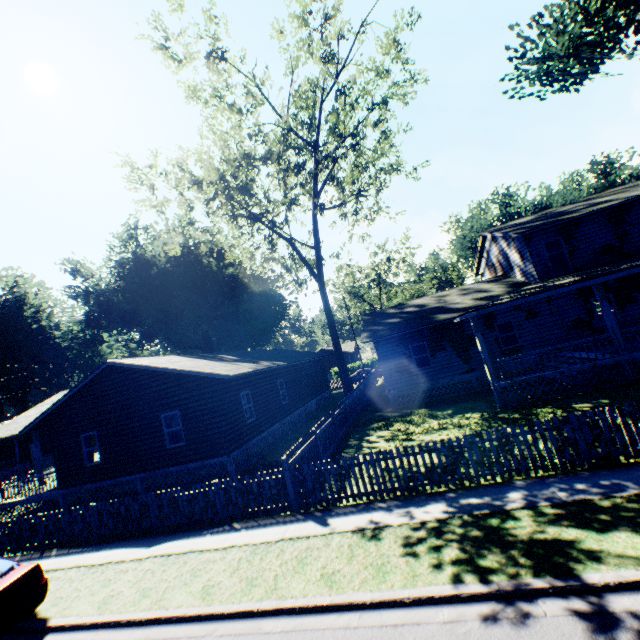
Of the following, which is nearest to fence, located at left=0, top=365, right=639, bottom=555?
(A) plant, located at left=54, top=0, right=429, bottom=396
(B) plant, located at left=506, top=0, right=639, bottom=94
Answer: (A) plant, located at left=54, top=0, right=429, bottom=396

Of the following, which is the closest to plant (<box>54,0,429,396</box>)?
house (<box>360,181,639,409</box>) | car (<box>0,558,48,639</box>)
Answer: house (<box>360,181,639,409</box>)

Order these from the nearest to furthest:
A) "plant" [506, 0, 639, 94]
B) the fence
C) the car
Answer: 1. the car
2. the fence
3. "plant" [506, 0, 639, 94]

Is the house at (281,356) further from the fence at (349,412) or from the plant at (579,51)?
the plant at (579,51)

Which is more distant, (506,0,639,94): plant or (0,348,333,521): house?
(0,348,333,521): house

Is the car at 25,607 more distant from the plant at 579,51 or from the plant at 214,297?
the plant at 579,51

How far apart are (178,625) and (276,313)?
38.76m

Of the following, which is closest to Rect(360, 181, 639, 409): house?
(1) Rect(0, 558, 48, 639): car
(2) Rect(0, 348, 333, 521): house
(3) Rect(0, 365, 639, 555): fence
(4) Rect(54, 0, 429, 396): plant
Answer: (4) Rect(54, 0, 429, 396): plant
